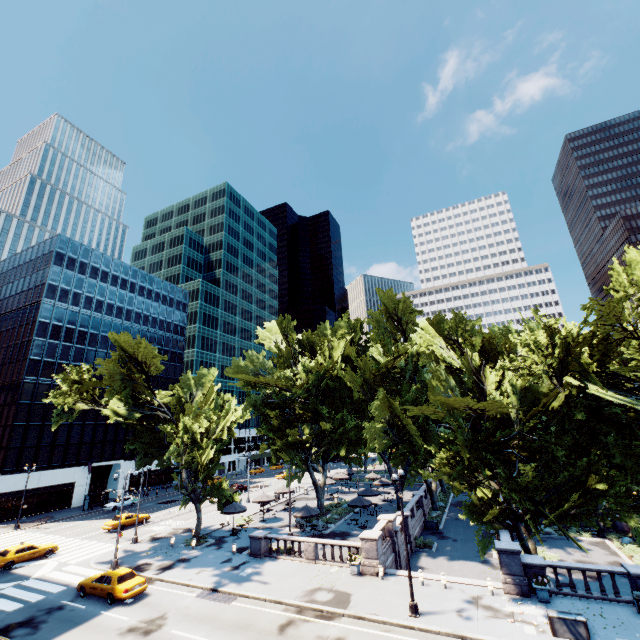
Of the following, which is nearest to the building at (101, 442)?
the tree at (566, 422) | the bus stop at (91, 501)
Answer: the bus stop at (91, 501)

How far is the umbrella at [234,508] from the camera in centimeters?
3353cm

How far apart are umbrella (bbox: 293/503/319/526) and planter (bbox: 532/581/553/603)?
17.8 meters

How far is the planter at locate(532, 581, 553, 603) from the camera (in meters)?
18.19

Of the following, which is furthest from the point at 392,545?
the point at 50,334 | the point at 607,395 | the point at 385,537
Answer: the point at 50,334

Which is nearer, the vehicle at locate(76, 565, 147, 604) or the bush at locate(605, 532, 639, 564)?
the vehicle at locate(76, 565, 147, 604)

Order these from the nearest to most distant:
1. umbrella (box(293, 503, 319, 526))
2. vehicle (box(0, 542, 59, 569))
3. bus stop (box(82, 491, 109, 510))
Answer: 1. vehicle (box(0, 542, 59, 569))
2. umbrella (box(293, 503, 319, 526))
3. bus stop (box(82, 491, 109, 510))

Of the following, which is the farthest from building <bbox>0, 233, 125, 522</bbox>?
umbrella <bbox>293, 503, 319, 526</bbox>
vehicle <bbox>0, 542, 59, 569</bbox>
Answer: umbrella <bbox>293, 503, 319, 526</bbox>
